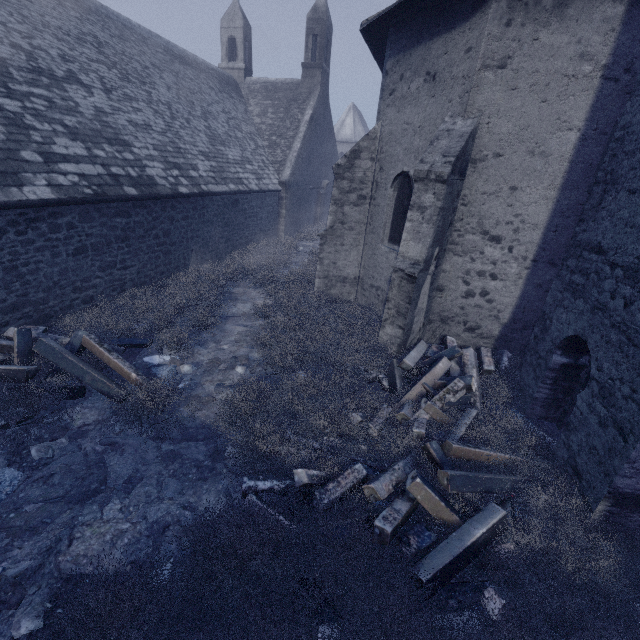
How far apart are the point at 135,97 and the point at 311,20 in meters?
13.9

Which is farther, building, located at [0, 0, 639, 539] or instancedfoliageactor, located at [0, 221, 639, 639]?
building, located at [0, 0, 639, 539]

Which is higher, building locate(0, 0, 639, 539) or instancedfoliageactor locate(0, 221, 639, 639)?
building locate(0, 0, 639, 539)

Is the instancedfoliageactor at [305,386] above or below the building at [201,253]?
below

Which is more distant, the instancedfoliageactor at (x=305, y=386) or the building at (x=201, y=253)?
the building at (x=201, y=253)
